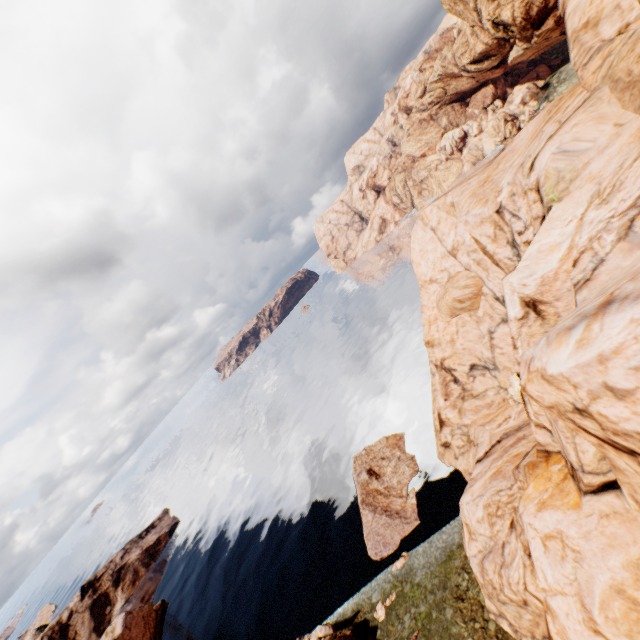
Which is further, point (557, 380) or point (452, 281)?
point (452, 281)

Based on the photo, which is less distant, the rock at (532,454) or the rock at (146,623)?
the rock at (532,454)

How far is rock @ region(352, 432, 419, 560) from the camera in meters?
31.4

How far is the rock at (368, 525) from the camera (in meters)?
31.40

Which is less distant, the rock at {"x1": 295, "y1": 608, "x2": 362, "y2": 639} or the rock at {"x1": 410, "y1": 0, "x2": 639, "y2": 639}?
the rock at {"x1": 410, "y1": 0, "x2": 639, "y2": 639}
